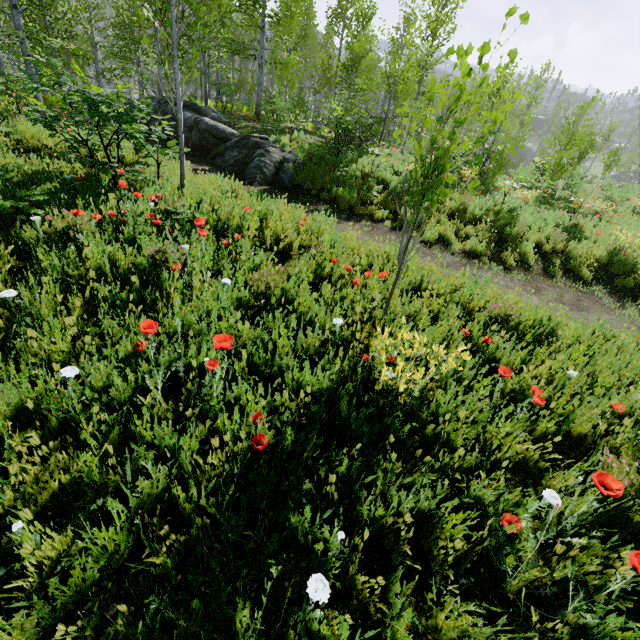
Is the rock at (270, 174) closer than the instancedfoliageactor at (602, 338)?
No

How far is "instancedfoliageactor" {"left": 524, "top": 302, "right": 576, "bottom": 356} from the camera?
3.9 meters

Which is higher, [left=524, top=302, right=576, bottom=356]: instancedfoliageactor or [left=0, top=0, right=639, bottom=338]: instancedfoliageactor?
[left=0, top=0, right=639, bottom=338]: instancedfoliageactor

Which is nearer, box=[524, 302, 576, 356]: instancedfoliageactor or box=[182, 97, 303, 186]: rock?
box=[524, 302, 576, 356]: instancedfoliageactor

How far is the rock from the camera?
10.5 meters

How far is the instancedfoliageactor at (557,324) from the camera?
3.9 meters

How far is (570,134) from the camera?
17.16m
